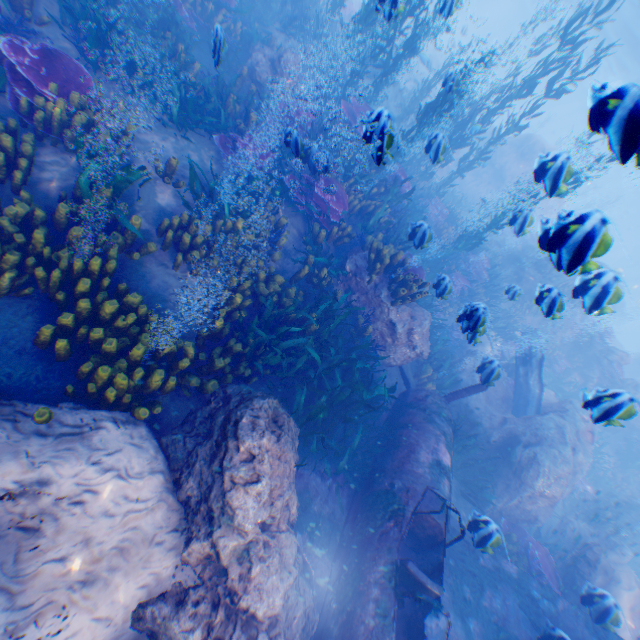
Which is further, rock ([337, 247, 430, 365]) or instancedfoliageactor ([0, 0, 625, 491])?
rock ([337, 247, 430, 365])

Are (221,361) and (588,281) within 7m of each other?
yes

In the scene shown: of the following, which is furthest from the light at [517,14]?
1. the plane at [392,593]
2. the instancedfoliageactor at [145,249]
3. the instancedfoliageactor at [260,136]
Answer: the instancedfoliageactor at [145,249]

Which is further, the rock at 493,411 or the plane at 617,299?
the plane at 617,299

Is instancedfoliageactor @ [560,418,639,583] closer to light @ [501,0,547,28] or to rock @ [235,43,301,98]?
rock @ [235,43,301,98]

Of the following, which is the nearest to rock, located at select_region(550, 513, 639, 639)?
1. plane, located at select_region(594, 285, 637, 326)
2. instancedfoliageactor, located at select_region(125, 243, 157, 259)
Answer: plane, located at select_region(594, 285, 637, 326)

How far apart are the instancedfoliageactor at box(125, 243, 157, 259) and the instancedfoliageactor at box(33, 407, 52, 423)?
2.12m

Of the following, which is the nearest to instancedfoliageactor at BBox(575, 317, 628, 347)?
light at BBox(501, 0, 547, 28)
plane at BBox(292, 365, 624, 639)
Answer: plane at BBox(292, 365, 624, 639)
